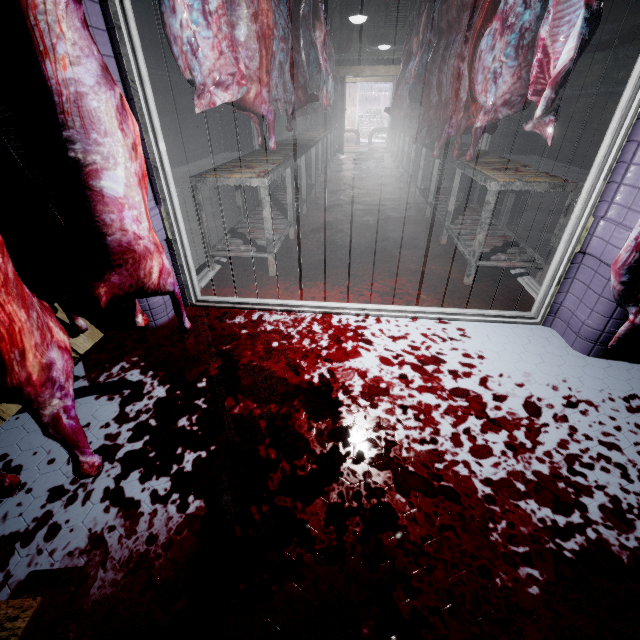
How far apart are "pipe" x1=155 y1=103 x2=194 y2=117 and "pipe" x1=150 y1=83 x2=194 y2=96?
0.1m

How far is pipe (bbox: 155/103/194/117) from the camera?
6.79m

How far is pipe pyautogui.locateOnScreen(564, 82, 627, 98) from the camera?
6.3m

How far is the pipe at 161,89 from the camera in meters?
6.6

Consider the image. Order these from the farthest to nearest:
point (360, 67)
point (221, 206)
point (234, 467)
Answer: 1. point (360, 67)
2. point (221, 206)
3. point (234, 467)

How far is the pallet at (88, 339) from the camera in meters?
1.7 m

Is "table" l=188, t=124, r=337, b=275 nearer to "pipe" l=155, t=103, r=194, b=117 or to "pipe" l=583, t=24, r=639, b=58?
"pipe" l=583, t=24, r=639, b=58

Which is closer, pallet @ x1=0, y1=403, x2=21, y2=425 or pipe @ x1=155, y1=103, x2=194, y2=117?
pallet @ x1=0, y1=403, x2=21, y2=425
